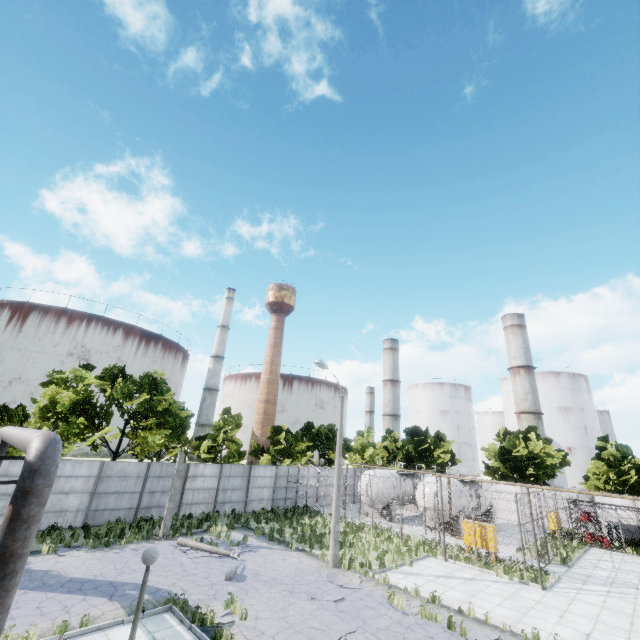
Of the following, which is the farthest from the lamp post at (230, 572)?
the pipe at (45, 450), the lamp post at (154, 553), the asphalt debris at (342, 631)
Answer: the lamp post at (154, 553)

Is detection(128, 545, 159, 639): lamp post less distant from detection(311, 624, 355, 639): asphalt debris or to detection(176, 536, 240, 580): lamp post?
detection(311, 624, 355, 639): asphalt debris

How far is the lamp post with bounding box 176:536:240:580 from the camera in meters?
13.7

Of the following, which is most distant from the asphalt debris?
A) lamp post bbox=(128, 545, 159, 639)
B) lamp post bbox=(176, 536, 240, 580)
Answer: lamp post bbox=(176, 536, 240, 580)

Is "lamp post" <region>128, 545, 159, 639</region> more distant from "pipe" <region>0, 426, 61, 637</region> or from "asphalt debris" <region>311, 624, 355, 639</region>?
"asphalt debris" <region>311, 624, 355, 639</region>

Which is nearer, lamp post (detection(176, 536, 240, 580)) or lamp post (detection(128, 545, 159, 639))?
lamp post (detection(128, 545, 159, 639))

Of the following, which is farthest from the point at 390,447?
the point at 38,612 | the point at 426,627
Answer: the point at 38,612

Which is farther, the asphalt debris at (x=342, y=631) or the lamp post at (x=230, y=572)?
the lamp post at (x=230, y=572)
